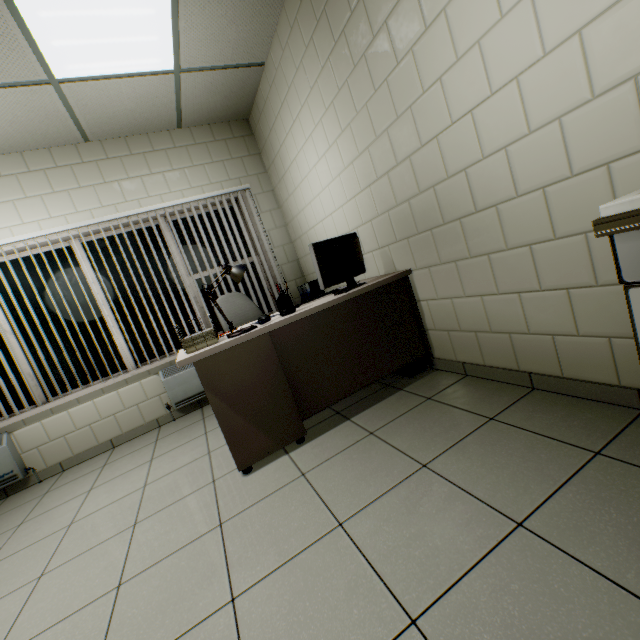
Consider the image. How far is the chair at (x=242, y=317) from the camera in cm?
343

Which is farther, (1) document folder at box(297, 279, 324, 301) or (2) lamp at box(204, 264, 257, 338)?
(1) document folder at box(297, 279, 324, 301)

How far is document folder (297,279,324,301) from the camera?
4.0m

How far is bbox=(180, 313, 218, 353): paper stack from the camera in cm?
202

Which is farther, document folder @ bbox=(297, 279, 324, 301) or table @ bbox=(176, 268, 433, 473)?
document folder @ bbox=(297, 279, 324, 301)

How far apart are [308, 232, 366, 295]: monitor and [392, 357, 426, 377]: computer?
0.8m

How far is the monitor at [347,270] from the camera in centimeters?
233cm

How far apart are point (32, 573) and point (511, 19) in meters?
3.8 m
